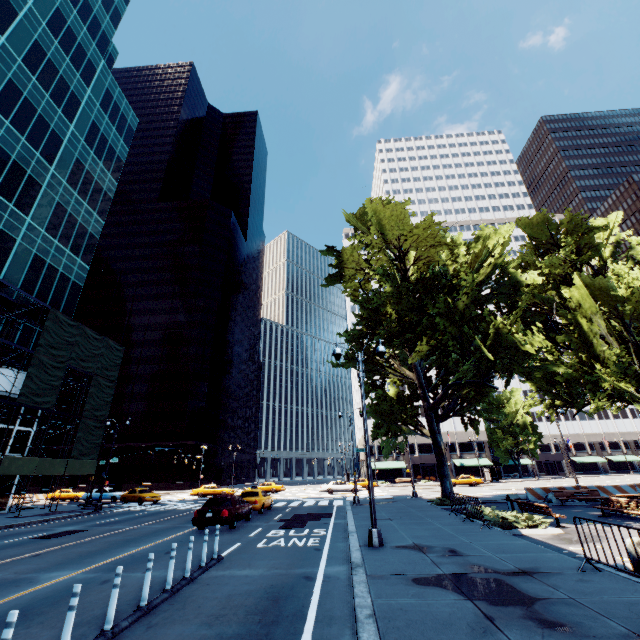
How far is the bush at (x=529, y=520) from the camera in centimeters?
1322cm

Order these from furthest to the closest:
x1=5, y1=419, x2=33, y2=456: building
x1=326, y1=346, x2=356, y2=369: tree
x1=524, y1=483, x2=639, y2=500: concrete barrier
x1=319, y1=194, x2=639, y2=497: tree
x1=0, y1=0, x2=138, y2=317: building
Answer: x1=0, y1=0, x2=138, y2=317: building → x1=5, y1=419, x2=33, y2=456: building → x1=326, y1=346, x2=356, y2=369: tree → x1=524, y1=483, x2=639, y2=500: concrete barrier → x1=319, y1=194, x2=639, y2=497: tree

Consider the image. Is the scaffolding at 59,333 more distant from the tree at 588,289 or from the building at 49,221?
the tree at 588,289

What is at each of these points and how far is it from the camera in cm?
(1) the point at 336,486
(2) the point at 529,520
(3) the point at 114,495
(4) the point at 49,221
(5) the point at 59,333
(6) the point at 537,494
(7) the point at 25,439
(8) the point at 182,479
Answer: (1) vehicle, 3903
(2) bush, 1362
(3) vehicle, 3747
(4) building, 3203
(5) scaffolding, 2789
(6) concrete barrier, 2422
(7) building, 2844
(8) building, 5947

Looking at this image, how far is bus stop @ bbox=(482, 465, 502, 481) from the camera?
54.5 meters

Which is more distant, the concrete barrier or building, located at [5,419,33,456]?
building, located at [5,419,33,456]

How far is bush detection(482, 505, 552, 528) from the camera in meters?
13.2

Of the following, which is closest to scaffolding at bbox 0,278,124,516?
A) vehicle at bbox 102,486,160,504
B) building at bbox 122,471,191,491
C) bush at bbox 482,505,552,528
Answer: vehicle at bbox 102,486,160,504
